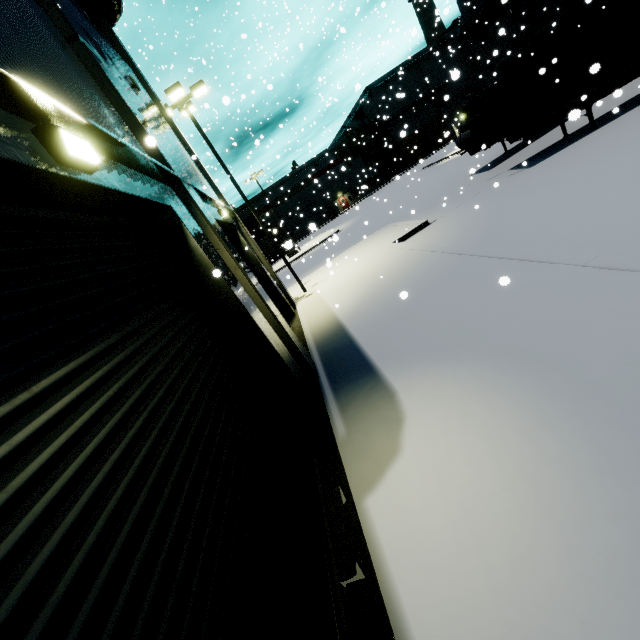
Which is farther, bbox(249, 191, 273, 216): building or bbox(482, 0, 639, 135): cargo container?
bbox(249, 191, 273, 216): building

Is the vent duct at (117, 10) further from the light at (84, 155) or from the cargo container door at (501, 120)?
the cargo container door at (501, 120)

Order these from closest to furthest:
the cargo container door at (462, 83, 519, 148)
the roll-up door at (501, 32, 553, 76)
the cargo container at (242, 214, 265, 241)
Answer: the cargo container door at (462, 83, 519, 148), the roll-up door at (501, 32, 553, 76), the cargo container at (242, 214, 265, 241)

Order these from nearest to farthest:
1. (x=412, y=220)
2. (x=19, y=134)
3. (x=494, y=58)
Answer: (x=19, y=134) < (x=412, y=220) < (x=494, y=58)

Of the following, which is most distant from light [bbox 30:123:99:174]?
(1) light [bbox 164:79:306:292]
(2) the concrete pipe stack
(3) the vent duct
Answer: (2) the concrete pipe stack

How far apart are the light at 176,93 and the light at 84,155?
12.5 meters

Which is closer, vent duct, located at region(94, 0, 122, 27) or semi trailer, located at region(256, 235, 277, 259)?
vent duct, located at region(94, 0, 122, 27)

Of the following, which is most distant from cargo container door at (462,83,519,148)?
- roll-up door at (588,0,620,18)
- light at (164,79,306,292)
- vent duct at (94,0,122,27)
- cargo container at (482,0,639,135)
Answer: light at (164,79,306,292)
